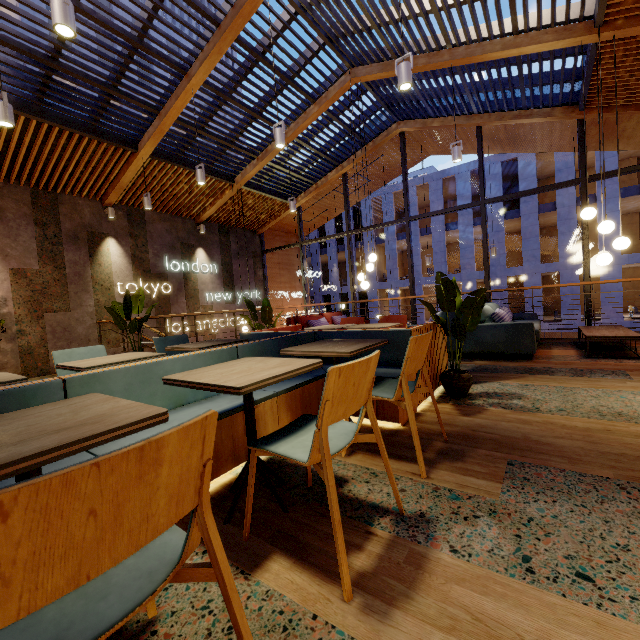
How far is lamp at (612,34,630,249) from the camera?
4.6 meters

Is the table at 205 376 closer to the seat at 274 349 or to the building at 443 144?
the seat at 274 349

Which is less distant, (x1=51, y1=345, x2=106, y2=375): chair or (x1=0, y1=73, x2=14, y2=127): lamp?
(x1=51, y1=345, x2=106, y2=375): chair

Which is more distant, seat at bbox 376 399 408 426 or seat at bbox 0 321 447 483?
seat at bbox 376 399 408 426

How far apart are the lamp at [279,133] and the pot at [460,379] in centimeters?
399cm

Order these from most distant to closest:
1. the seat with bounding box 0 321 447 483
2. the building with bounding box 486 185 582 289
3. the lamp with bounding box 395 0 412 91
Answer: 1. the building with bounding box 486 185 582 289
2. the lamp with bounding box 395 0 412 91
3. the seat with bounding box 0 321 447 483

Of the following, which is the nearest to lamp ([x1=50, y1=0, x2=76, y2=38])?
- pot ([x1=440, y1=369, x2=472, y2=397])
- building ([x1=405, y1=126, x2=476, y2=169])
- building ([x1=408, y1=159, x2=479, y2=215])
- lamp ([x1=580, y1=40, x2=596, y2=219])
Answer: pot ([x1=440, y1=369, x2=472, y2=397])

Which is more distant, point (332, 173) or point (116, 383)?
point (332, 173)
